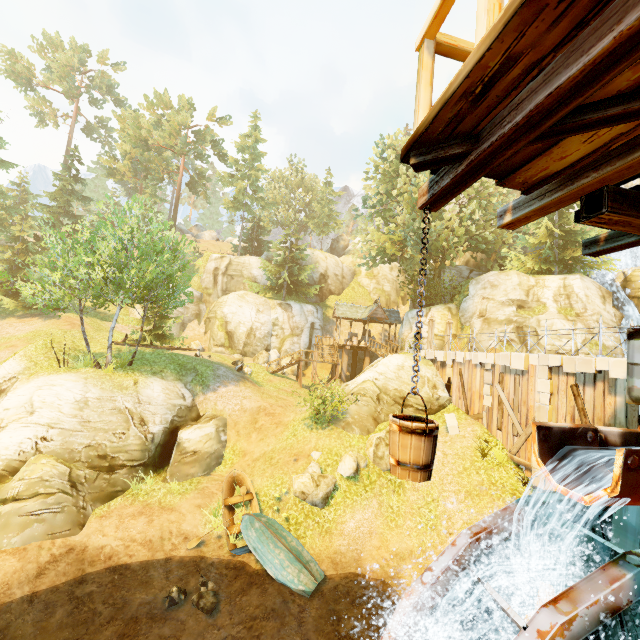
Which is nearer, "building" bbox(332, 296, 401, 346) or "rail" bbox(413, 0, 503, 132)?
"rail" bbox(413, 0, 503, 132)

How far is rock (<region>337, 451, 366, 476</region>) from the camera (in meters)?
14.59

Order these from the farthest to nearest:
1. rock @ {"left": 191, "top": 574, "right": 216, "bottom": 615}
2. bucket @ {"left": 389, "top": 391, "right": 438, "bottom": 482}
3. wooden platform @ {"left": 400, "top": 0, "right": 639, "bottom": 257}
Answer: rock @ {"left": 191, "top": 574, "right": 216, "bottom": 615} < bucket @ {"left": 389, "top": 391, "right": 438, "bottom": 482} < wooden platform @ {"left": 400, "top": 0, "right": 639, "bottom": 257}

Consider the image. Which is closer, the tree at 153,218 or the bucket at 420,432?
the bucket at 420,432

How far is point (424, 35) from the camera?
2.49m

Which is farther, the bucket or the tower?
the bucket

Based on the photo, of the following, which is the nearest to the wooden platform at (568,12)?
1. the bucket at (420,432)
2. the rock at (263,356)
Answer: the bucket at (420,432)

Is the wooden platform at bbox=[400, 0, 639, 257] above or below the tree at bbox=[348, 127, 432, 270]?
below
